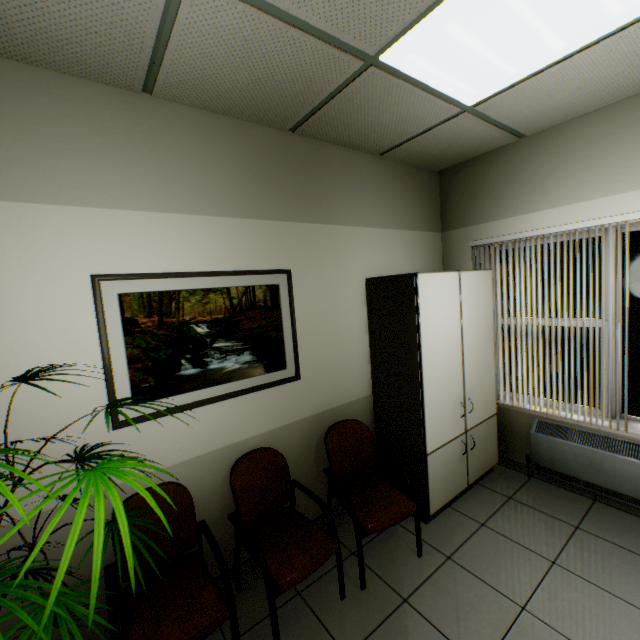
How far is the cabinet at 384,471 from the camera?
2.8m

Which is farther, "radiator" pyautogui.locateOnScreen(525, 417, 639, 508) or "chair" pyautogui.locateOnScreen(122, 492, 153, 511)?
"radiator" pyautogui.locateOnScreen(525, 417, 639, 508)

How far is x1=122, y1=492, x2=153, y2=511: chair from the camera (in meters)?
1.89

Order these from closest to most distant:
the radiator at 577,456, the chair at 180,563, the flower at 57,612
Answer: the flower at 57,612
the chair at 180,563
the radiator at 577,456

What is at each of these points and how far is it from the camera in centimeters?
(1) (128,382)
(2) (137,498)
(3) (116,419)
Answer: (1) picture, 190cm
(2) chair, 192cm
(3) picture, 185cm

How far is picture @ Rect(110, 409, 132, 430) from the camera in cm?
184

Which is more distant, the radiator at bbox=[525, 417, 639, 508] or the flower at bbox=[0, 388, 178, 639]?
the radiator at bbox=[525, 417, 639, 508]

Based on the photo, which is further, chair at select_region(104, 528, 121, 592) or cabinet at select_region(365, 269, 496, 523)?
cabinet at select_region(365, 269, 496, 523)
